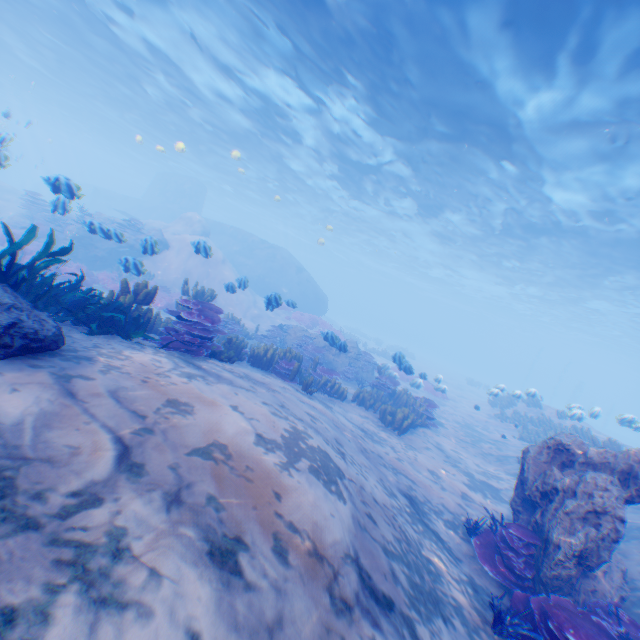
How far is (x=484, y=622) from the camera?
4.3 meters

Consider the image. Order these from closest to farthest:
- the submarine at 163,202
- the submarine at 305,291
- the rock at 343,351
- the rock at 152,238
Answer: the submarine at 163,202
the rock at 152,238
the rock at 343,351
the submarine at 305,291

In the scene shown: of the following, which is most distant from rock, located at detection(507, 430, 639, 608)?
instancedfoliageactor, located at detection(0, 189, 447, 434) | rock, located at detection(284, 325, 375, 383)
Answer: rock, located at detection(284, 325, 375, 383)

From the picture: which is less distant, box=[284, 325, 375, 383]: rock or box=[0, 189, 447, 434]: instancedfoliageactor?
box=[0, 189, 447, 434]: instancedfoliageactor

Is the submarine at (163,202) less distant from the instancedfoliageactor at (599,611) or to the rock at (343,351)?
the rock at (343,351)

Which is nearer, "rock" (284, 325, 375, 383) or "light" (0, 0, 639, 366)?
"light" (0, 0, 639, 366)

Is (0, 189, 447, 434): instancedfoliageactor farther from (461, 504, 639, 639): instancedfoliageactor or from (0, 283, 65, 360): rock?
(461, 504, 639, 639): instancedfoliageactor

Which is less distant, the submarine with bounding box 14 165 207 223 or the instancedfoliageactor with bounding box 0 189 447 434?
the instancedfoliageactor with bounding box 0 189 447 434
